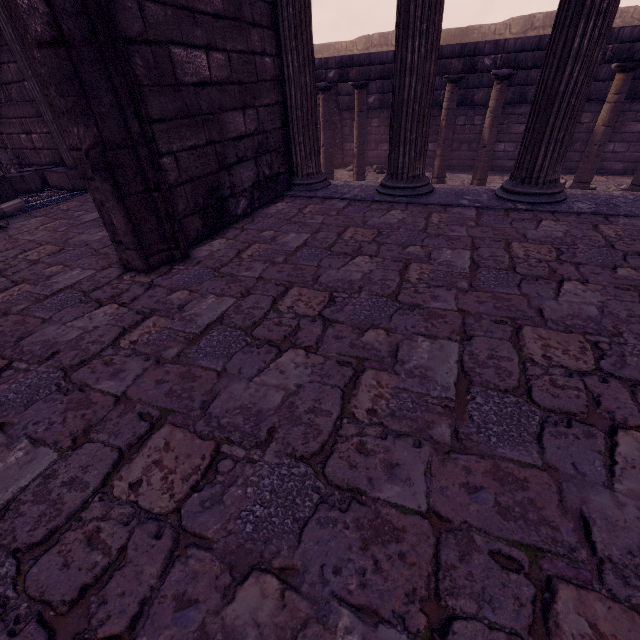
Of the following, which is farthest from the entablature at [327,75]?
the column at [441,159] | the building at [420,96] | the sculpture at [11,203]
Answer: the sculpture at [11,203]

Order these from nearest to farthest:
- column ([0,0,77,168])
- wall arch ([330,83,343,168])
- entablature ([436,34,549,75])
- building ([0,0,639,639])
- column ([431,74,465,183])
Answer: building ([0,0,639,639]) → column ([0,0,77,168]) → entablature ([436,34,549,75]) → column ([431,74,465,183]) → wall arch ([330,83,343,168])

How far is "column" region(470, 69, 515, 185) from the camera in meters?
7.1

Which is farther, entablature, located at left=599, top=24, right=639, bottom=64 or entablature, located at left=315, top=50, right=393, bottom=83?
entablature, located at left=315, top=50, right=393, bottom=83

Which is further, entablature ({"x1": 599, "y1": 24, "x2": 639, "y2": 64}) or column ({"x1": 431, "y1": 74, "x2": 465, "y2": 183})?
column ({"x1": 431, "y1": 74, "x2": 465, "y2": 183})

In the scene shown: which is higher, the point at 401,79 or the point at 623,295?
the point at 401,79

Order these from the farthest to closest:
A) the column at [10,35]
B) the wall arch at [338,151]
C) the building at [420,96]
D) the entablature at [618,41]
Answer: the wall arch at [338,151], the entablature at [618,41], the column at [10,35], the building at [420,96]

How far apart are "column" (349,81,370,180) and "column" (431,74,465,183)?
1.9m
